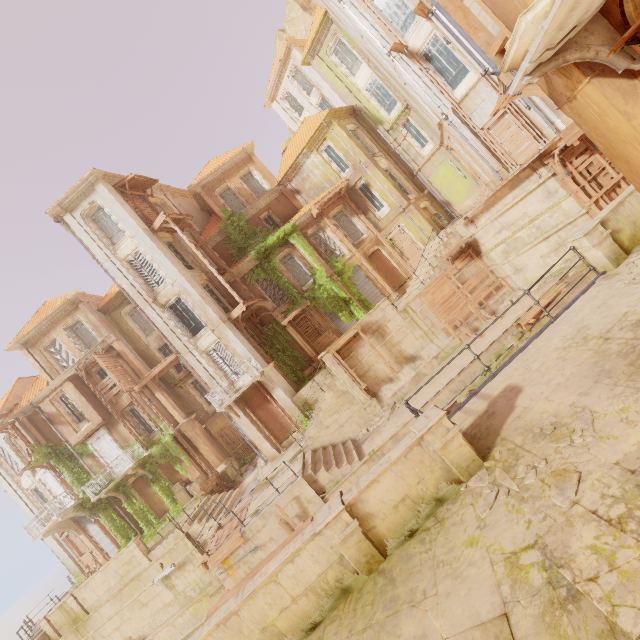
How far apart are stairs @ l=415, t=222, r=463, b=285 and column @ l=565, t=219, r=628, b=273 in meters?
9.6

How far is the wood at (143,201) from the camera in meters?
20.1 m

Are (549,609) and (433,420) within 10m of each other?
yes

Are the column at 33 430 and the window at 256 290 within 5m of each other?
no

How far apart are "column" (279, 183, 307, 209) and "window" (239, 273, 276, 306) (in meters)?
6.55

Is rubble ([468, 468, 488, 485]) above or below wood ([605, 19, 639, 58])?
below

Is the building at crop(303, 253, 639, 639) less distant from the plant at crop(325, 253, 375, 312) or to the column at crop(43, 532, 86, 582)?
the plant at crop(325, 253, 375, 312)

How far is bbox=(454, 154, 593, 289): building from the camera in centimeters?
1432cm
